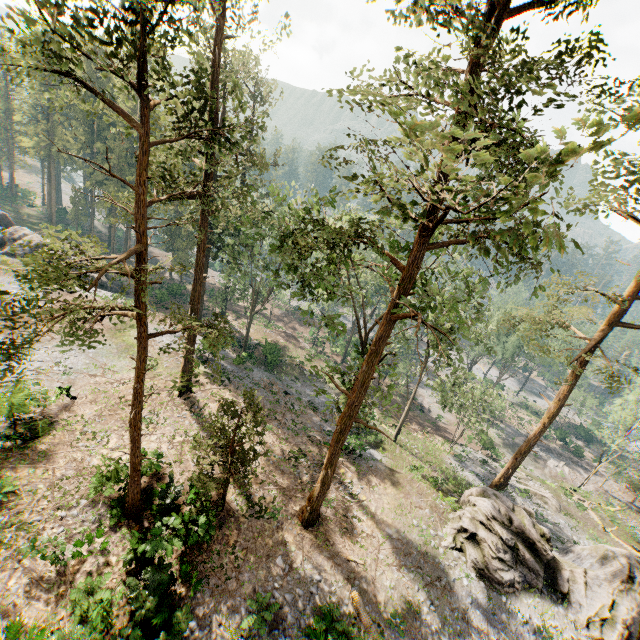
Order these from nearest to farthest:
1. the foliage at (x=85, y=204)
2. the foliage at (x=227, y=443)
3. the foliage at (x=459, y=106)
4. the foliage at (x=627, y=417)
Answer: the foliage at (x=459, y=106) → the foliage at (x=227, y=443) → the foliage at (x=627, y=417) → the foliage at (x=85, y=204)

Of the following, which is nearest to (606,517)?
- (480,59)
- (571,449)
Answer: (571,449)

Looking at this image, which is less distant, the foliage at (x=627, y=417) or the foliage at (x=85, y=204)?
the foliage at (x=627, y=417)

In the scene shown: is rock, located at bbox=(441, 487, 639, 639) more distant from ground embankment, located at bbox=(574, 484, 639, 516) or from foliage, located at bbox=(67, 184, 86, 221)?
ground embankment, located at bbox=(574, 484, 639, 516)

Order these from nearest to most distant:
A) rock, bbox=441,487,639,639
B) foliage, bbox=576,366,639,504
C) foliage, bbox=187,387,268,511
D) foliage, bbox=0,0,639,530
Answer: foliage, bbox=0,0,639,530 < foliage, bbox=187,387,268,511 < rock, bbox=441,487,639,639 < foliage, bbox=576,366,639,504

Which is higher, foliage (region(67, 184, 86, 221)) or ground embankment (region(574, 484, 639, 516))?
foliage (region(67, 184, 86, 221))

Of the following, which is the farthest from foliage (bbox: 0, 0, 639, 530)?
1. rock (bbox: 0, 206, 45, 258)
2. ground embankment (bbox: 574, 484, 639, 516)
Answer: rock (bbox: 0, 206, 45, 258)

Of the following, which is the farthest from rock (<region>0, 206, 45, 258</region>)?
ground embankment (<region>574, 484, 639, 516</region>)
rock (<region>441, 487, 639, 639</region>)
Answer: ground embankment (<region>574, 484, 639, 516</region>)
